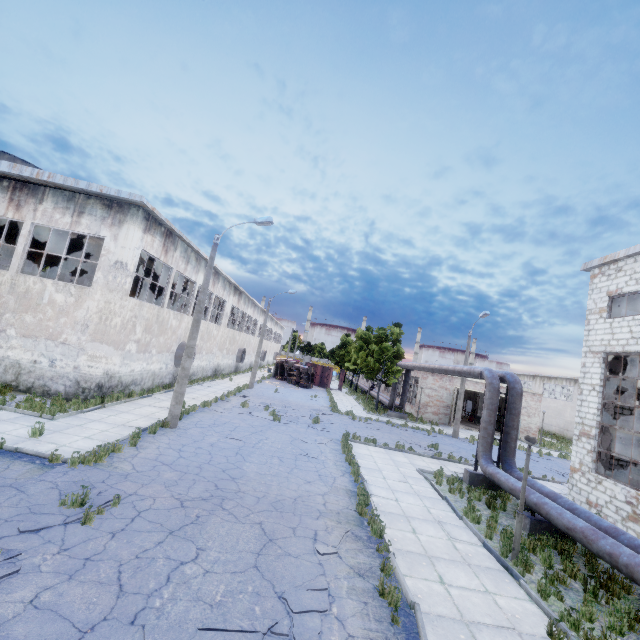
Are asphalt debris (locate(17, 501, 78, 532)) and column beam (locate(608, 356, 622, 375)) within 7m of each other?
no

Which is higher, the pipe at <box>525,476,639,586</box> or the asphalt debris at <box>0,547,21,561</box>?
the pipe at <box>525,476,639,586</box>

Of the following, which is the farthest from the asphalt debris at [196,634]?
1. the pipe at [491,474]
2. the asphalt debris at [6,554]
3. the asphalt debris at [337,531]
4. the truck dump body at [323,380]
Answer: the truck dump body at [323,380]

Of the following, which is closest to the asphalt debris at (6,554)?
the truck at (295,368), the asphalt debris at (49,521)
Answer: the asphalt debris at (49,521)

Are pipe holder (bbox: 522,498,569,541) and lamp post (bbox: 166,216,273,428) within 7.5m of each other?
no

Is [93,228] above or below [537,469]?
above

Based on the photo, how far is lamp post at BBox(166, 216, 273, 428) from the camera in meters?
14.1

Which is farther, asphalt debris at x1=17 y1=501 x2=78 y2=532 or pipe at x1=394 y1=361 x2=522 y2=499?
pipe at x1=394 y1=361 x2=522 y2=499
